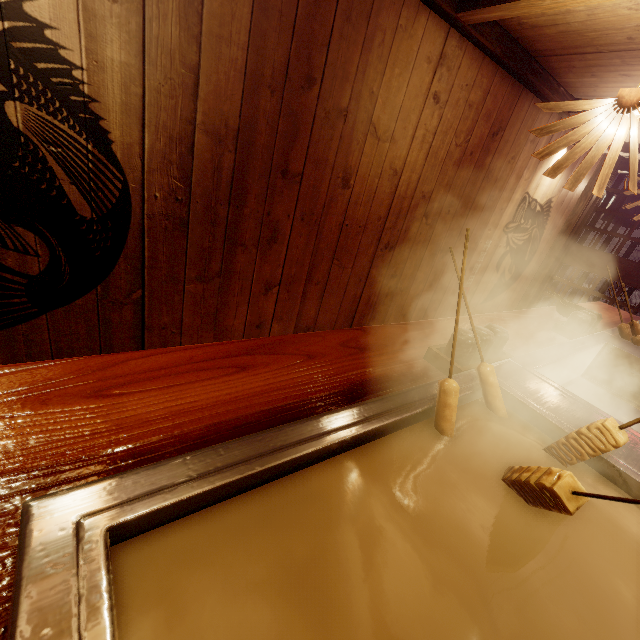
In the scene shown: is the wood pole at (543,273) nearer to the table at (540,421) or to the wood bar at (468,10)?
the table at (540,421)

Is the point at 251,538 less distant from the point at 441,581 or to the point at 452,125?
the point at 441,581

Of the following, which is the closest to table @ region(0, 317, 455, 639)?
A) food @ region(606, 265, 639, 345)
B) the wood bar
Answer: food @ region(606, 265, 639, 345)

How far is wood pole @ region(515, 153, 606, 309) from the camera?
7.9 meters

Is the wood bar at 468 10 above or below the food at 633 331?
above

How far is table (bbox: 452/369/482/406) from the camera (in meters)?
2.01

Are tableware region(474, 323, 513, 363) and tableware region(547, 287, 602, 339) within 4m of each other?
yes

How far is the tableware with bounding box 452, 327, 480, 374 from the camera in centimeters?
237cm
